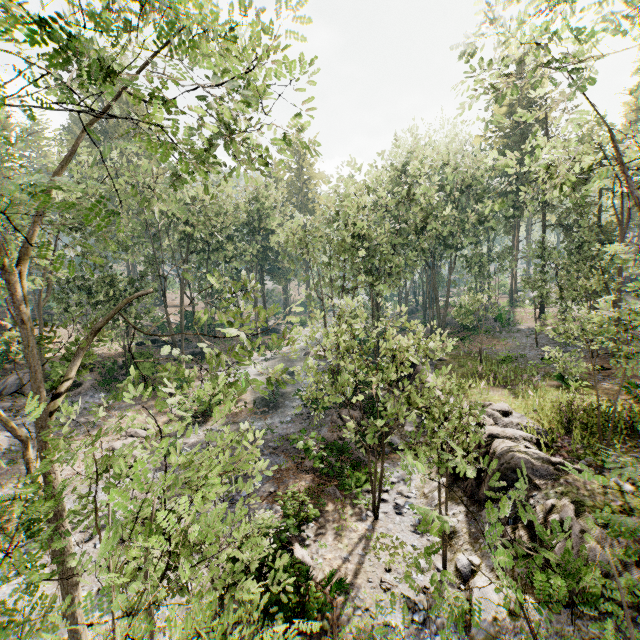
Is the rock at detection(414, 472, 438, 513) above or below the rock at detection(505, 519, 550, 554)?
below

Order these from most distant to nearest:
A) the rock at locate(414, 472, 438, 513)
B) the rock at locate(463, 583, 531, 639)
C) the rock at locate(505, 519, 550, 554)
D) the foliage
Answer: Answer: the rock at locate(414, 472, 438, 513) → the rock at locate(505, 519, 550, 554) → the rock at locate(463, 583, 531, 639) → the foliage

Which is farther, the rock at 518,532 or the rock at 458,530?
the rock at 458,530

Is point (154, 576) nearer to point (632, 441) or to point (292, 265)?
point (632, 441)

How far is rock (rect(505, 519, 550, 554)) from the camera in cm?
964

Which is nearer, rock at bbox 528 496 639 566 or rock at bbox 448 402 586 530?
rock at bbox 528 496 639 566

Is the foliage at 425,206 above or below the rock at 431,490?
above
